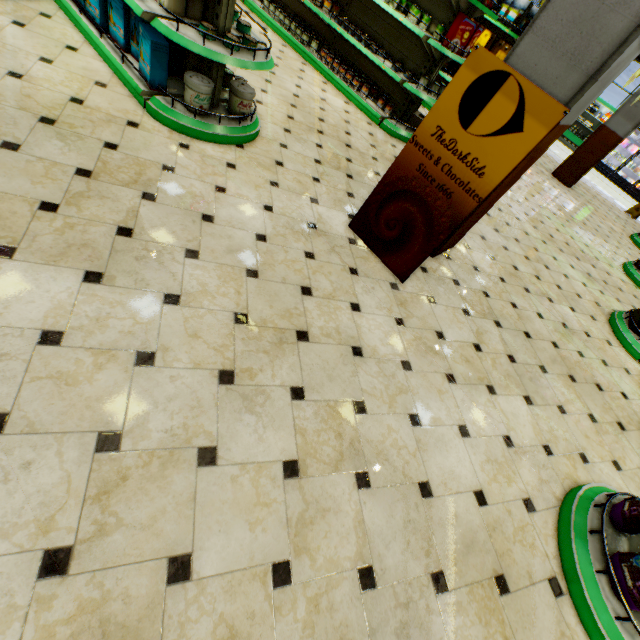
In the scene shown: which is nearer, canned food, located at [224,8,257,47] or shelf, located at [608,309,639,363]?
canned food, located at [224,8,257,47]

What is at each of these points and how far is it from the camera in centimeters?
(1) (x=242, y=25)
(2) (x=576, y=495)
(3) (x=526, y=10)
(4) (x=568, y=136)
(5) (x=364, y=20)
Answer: (1) canned food, 315cm
(2) shelf, 234cm
(3) boxed tea, 636cm
(4) refrigerated case, 1590cm
(5) shelf, 578cm

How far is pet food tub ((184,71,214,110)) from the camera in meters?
2.9 m

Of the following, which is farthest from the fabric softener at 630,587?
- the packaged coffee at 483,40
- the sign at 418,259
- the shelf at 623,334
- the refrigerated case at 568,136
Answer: the refrigerated case at 568,136

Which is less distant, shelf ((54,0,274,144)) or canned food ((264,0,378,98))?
shelf ((54,0,274,144))

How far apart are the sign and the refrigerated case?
18.4 meters

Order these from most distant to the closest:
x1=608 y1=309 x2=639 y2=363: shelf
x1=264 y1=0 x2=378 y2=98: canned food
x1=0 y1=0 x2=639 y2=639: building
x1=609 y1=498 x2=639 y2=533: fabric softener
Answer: x1=264 y1=0 x2=378 y2=98: canned food, x1=608 y1=309 x2=639 y2=363: shelf, x1=609 y1=498 x2=639 y2=533: fabric softener, x1=0 y1=0 x2=639 y2=639: building

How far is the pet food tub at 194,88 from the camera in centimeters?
291cm
